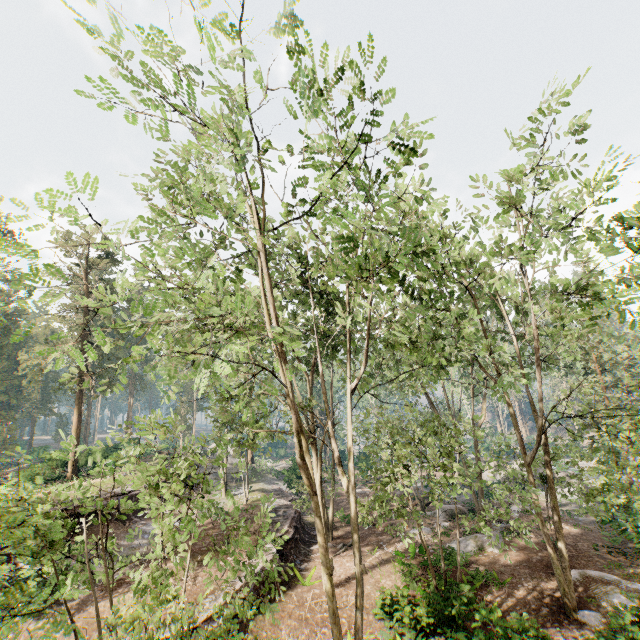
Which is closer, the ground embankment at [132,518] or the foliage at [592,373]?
the foliage at [592,373]

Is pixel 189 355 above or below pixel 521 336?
below

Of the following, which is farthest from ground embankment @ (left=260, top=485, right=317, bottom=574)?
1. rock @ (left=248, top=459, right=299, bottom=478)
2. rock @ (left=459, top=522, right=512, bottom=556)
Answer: rock @ (left=459, top=522, right=512, bottom=556)

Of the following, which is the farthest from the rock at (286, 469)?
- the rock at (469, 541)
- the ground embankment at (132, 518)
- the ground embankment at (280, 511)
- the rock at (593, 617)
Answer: the rock at (593, 617)

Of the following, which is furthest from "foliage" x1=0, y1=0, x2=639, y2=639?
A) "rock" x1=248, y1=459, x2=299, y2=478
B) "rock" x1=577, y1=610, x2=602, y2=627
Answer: "rock" x1=577, y1=610, x2=602, y2=627

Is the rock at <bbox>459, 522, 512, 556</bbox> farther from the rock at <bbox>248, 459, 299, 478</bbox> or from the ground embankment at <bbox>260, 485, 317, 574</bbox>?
the rock at <bbox>248, 459, 299, 478</bbox>

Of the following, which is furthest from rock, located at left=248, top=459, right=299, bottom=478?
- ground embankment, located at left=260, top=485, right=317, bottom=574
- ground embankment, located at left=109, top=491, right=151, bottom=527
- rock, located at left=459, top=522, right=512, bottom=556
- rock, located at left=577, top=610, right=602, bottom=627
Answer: rock, located at left=577, top=610, right=602, bottom=627

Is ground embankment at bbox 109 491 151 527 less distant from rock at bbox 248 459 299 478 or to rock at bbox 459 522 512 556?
rock at bbox 248 459 299 478
